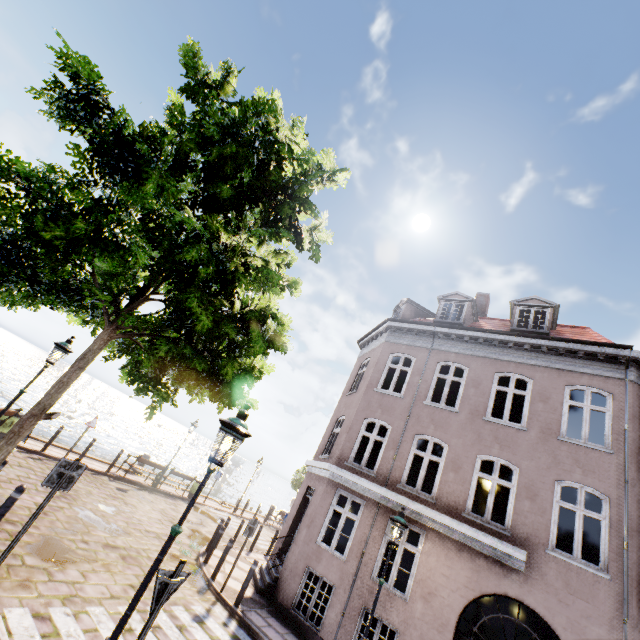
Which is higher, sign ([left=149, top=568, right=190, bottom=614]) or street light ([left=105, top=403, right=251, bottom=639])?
street light ([left=105, top=403, right=251, bottom=639])

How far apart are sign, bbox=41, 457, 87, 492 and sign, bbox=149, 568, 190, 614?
3.3m

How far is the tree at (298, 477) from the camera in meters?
33.9

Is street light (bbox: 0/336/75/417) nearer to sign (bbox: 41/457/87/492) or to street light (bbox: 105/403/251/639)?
sign (bbox: 41/457/87/492)

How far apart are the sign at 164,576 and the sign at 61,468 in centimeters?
326cm

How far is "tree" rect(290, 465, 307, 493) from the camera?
33.9m

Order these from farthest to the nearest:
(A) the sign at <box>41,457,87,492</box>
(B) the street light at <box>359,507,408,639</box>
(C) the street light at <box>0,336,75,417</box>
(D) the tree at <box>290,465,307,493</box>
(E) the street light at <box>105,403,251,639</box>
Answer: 1. (D) the tree at <box>290,465,307,493</box>
2. (C) the street light at <box>0,336,75,417</box>
3. (B) the street light at <box>359,507,408,639</box>
4. (A) the sign at <box>41,457,87,492</box>
5. (E) the street light at <box>105,403,251,639</box>

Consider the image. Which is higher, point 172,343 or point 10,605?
point 172,343
